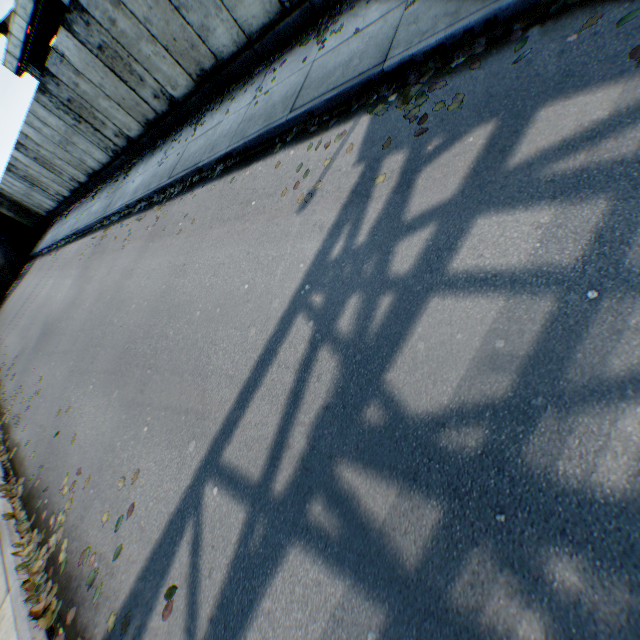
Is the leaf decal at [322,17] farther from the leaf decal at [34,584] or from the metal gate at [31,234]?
the metal gate at [31,234]

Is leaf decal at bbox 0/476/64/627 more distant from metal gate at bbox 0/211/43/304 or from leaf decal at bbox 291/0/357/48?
metal gate at bbox 0/211/43/304

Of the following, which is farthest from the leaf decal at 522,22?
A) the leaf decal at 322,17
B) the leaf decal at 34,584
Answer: the leaf decal at 34,584

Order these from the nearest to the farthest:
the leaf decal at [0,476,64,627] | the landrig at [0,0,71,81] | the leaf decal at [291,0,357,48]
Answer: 1. the leaf decal at [0,476,64,627]
2. the leaf decal at [291,0,357,48]
3. the landrig at [0,0,71,81]

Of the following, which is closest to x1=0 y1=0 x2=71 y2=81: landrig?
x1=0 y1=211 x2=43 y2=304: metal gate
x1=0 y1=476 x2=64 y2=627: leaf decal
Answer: x1=0 y1=211 x2=43 y2=304: metal gate

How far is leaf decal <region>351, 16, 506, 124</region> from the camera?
3.5 meters

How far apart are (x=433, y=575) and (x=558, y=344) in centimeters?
151cm

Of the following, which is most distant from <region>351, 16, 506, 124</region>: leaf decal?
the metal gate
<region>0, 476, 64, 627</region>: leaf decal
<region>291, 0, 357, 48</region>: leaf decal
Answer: the metal gate
